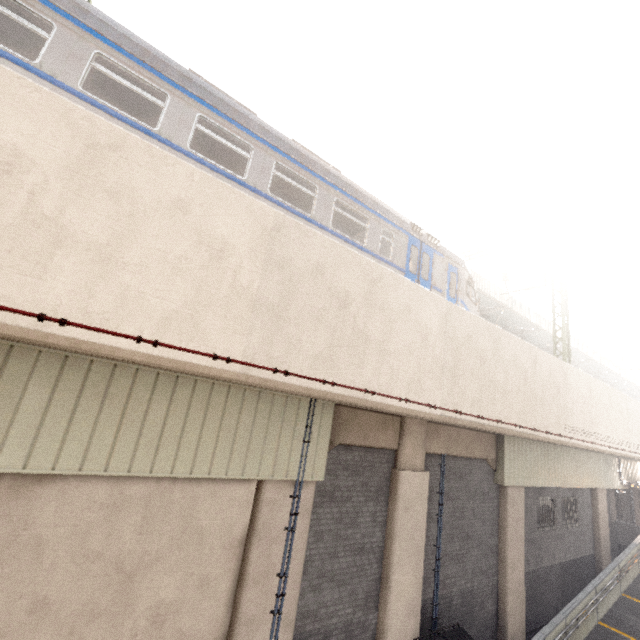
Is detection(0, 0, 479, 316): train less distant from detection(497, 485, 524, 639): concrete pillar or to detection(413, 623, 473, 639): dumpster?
detection(497, 485, 524, 639): concrete pillar

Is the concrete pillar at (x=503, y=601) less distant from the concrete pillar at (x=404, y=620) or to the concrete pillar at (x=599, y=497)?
the concrete pillar at (x=404, y=620)

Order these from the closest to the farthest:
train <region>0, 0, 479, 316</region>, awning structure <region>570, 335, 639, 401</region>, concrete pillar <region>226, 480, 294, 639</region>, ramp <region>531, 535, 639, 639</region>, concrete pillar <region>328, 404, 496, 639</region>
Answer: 1. train <region>0, 0, 479, 316</region>
2. concrete pillar <region>226, 480, 294, 639</region>
3. concrete pillar <region>328, 404, 496, 639</region>
4. ramp <region>531, 535, 639, 639</region>
5. awning structure <region>570, 335, 639, 401</region>

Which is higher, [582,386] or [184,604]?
[582,386]

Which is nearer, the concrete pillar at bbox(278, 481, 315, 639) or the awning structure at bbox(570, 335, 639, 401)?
the concrete pillar at bbox(278, 481, 315, 639)

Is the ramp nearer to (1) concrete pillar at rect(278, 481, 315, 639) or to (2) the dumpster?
(2) the dumpster

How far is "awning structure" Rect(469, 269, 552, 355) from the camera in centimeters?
1748cm

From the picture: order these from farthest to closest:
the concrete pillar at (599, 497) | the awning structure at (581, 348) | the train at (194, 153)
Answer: the awning structure at (581, 348) < the concrete pillar at (599, 497) < the train at (194, 153)
